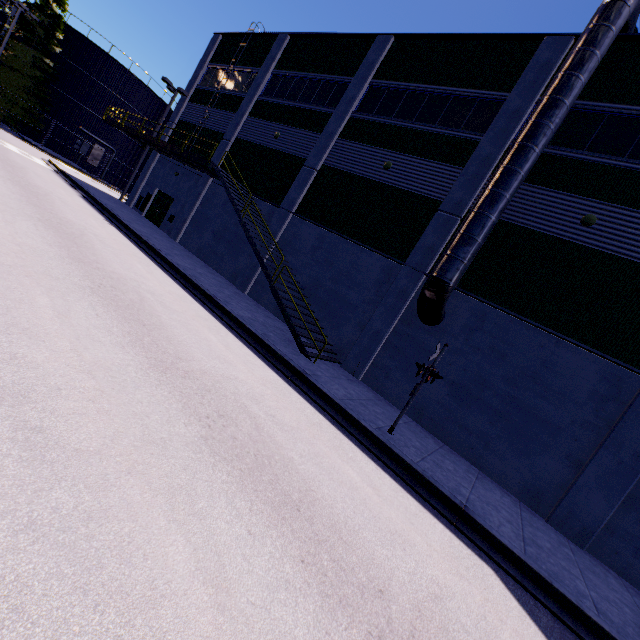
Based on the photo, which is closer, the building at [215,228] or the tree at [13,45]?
the building at [215,228]

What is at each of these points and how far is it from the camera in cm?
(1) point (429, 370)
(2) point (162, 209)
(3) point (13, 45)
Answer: (1) railroad crossing sign, 818
(2) door, 2373
(3) tree, 2992

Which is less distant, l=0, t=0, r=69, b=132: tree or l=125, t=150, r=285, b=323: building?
→ l=125, t=150, r=285, b=323: building

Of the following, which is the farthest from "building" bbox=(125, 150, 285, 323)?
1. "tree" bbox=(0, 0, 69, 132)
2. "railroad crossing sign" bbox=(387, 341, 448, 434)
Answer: "tree" bbox=(0, 0, 69, 132)

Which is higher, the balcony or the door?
the balcony

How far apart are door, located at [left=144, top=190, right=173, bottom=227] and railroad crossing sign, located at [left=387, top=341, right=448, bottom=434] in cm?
2168

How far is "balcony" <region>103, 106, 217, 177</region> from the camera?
16.9 meters

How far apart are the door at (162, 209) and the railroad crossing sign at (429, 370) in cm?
2168
